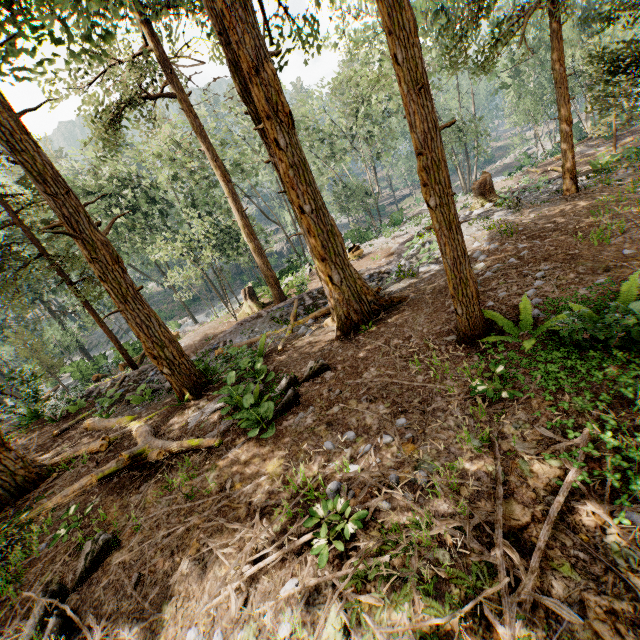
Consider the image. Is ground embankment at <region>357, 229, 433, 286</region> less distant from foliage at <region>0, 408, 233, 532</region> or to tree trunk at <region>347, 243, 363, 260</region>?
foliage at <region>0, 408, 233, 532</region>

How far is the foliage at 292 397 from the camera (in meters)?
6.64

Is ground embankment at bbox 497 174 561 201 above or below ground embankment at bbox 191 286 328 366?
above

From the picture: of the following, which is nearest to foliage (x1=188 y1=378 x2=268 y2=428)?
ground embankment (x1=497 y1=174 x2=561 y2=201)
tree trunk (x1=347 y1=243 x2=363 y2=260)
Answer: ground embankment (x1=497 y1=174 x2=561 y2=201)

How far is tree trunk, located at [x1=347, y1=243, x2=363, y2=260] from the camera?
23.7 meters

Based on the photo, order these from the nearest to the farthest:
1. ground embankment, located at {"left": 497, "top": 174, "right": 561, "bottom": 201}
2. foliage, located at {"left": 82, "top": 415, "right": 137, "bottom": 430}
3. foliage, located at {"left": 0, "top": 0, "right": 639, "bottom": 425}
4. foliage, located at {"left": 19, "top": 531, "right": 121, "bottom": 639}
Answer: foliage, located at {"left": 19, "top": 531, "right": 121, "bottom": 639} → foliage, located at {"left": 0, "top": 0, "right": 639, "bottom": 425} → foliage, located at {"left": 82, "top": 415, "right": 137, "bottom": 430} → ground embankment, located at {"left": 497, "top": 174, "right": 561, "bottom": 201}

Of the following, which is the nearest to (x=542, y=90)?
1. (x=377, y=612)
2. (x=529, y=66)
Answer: (x=529, y=66)

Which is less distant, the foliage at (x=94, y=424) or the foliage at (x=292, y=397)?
the foliage at (x=292, y=397)
